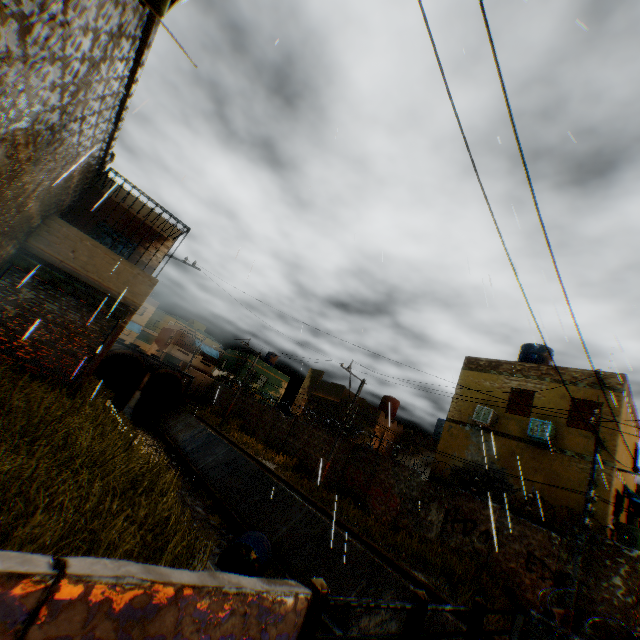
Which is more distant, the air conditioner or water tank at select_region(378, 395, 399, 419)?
water tank at select_region(378, 395, 399, 419)

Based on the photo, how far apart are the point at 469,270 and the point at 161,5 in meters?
4.5 m

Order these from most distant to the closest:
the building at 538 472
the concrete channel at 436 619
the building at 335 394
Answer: the building at 335 394
the building at 538 472
the concrete channel at 436 619

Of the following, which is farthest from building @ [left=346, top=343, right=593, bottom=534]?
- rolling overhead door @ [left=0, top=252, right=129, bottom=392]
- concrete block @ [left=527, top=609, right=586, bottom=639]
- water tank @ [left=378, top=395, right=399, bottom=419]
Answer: water tank @ [left=378, top=395, right=399, bottom=419]

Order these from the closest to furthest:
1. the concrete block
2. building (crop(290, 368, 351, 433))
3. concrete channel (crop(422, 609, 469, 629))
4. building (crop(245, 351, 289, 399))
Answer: the concrete block
concrete channel (crop(422, 609, 469, 629))
building (crop(290, 368, 351, 433))
building (crop(245, 351, 289, 399))

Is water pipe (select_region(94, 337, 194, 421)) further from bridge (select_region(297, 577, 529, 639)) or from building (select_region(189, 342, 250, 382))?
bridge (select_region(297, 577, 529, 639))

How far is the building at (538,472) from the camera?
13.4 meters

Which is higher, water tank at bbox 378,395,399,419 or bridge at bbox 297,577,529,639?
water tank at bbox 378,395,399,419
